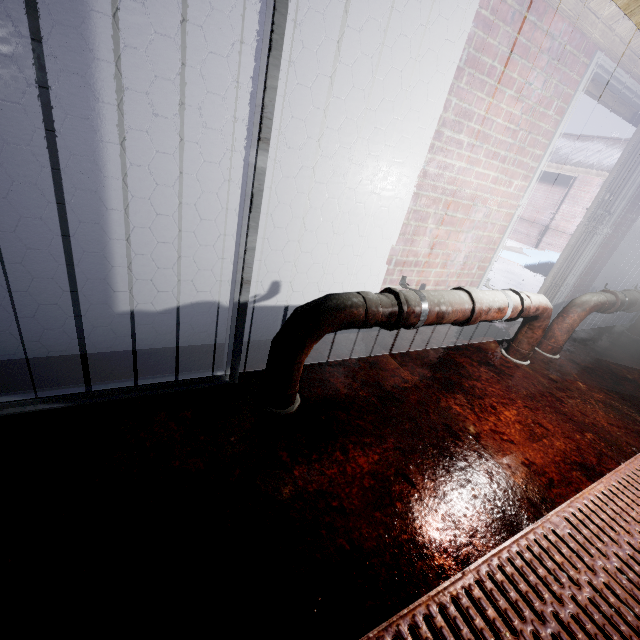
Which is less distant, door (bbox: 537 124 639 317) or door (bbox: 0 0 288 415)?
door (bbox: 0 0 288 415)

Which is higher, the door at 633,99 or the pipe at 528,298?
the door at 633,99

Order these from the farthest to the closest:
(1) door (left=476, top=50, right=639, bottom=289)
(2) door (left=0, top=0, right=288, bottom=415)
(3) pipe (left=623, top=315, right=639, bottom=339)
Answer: (3) pipe (left=623, top=315, right=639, bottom=339), (1) door (left=476, top=50, right=639, bottom=289), (2) door (left=0, top=0, right=288, bottom=415)

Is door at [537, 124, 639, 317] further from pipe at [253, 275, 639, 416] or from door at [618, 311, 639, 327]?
door at [618, 311, 639, 327]

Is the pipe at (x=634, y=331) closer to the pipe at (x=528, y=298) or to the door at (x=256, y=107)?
the pipe at (x=528, y=298)

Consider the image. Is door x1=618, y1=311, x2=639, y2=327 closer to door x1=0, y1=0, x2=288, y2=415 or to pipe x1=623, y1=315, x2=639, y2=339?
pipe x1=623, y1=315, x2=639, y2=339

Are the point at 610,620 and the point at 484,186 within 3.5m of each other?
yes

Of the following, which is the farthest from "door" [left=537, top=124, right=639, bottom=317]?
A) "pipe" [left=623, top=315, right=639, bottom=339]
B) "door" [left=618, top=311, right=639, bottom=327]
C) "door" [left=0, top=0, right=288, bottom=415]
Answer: "door" [left=0, top=0, right=288, bottom=415]
